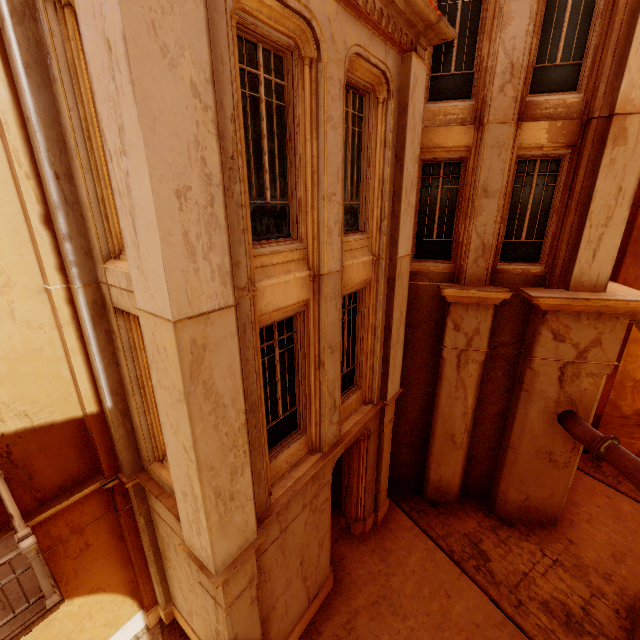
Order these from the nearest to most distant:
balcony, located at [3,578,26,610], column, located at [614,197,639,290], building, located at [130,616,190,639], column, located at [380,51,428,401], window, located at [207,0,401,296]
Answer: window, located at [207,0,401,296], balcony, located at [3,578,26,610], column, located at [380,51,428,401], building, located at [130,616,190,639], column, located at [614,197,639,290]

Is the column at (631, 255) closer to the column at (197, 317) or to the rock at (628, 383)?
the rock at (628, 383)

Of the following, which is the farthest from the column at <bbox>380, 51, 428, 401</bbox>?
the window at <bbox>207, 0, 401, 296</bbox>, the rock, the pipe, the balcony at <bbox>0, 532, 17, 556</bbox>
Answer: the rock

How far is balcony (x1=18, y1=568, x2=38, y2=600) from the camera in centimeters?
445cm

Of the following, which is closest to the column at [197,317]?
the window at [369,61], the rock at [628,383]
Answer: the window at [369,61]

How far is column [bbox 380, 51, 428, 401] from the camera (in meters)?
6.39

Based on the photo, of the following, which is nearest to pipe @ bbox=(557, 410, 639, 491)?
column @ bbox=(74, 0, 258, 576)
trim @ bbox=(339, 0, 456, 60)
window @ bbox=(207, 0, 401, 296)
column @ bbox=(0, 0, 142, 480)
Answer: window @ bbox=(207, 0, 401, 296)

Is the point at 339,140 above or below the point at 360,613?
above
